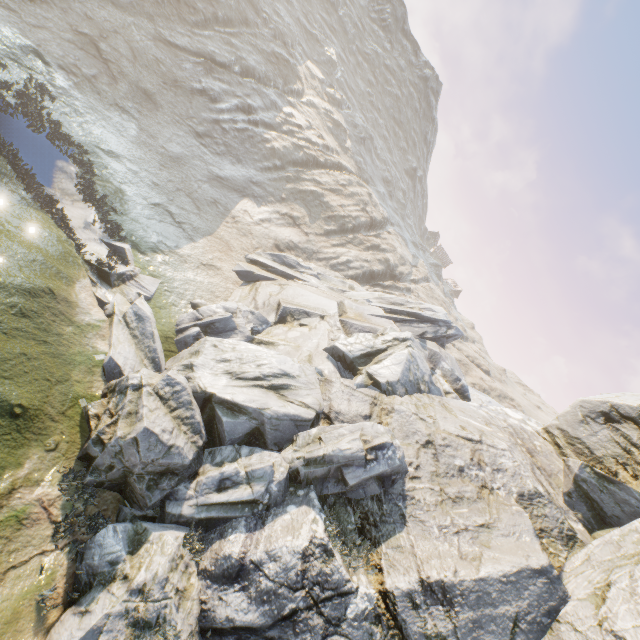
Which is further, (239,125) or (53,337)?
(239,125)
